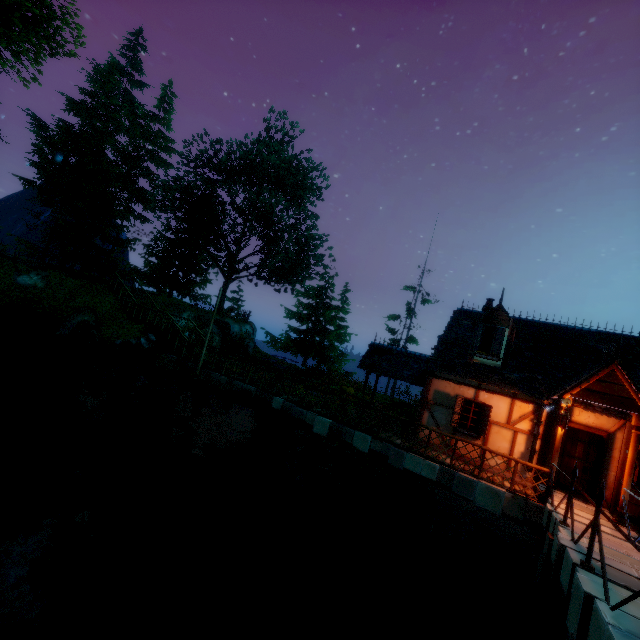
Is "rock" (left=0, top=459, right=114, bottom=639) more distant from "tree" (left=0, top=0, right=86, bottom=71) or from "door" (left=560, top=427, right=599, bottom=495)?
"door" (left=560, top=427, right=599, bottom=495)

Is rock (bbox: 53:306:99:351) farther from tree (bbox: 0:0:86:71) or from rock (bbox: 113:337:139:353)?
tree (bbox: 0:0:86:71)

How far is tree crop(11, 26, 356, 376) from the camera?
24.3m

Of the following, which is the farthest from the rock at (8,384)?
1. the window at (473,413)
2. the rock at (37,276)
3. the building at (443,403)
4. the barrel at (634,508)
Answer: the barrel at (634,508)

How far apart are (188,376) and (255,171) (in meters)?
22.86

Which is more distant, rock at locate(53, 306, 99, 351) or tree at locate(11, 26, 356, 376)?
tree at locate(11, 26, 356, 376)

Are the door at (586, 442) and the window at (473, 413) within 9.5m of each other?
yes

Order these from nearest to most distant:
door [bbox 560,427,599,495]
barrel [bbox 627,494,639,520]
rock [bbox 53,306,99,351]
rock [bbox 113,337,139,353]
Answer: barrel [bbox 627,494,639,520], door [bbox 560,427,599,495], rock [bbox 113,337,139,353], rock [bbox 53,306,99,351]
